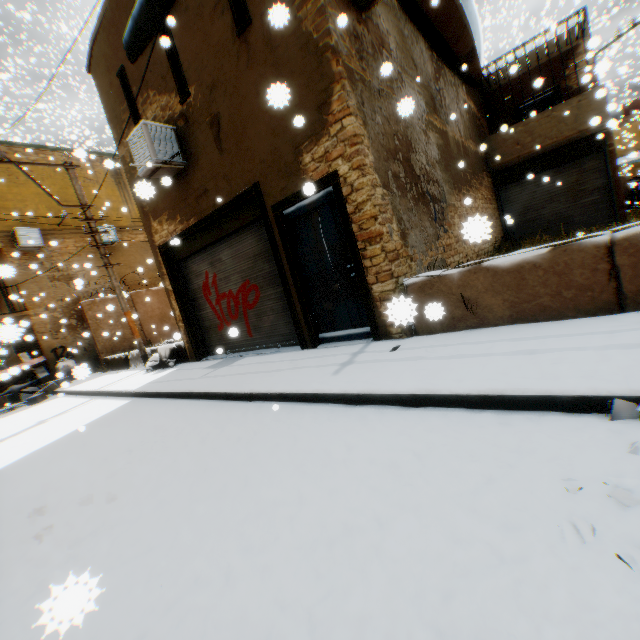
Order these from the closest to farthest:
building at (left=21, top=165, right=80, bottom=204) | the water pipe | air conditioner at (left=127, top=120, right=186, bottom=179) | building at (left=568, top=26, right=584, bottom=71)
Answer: air conditioner at (left=127, top=120, right=186, bottom=179)
building at (left=568, top=26, right=584, bottom=71)
building at (left=21, top=165, right=80, bottom=204)
the water pipe

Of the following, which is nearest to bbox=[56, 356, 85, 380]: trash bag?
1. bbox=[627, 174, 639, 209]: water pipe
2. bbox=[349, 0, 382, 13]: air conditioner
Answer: bbox=[349, 0, 382, 13]: air conditioner

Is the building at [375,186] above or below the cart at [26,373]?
above

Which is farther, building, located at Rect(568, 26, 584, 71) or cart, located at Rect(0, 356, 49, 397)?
building, located at Rect(568, 26, 584, 71)

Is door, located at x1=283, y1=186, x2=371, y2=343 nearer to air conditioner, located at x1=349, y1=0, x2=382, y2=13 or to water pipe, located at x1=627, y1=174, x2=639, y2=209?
air conditioner, located at x1=349, y1=0, x2=382, y2=13

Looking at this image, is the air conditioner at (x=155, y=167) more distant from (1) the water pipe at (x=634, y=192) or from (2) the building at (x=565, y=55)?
(1) the water pipe at (x=634, y=192)

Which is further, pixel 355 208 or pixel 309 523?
pixel 355 208

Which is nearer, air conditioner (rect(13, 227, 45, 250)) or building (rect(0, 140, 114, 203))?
air conditioner (rect(13, 227, 45, 250))
